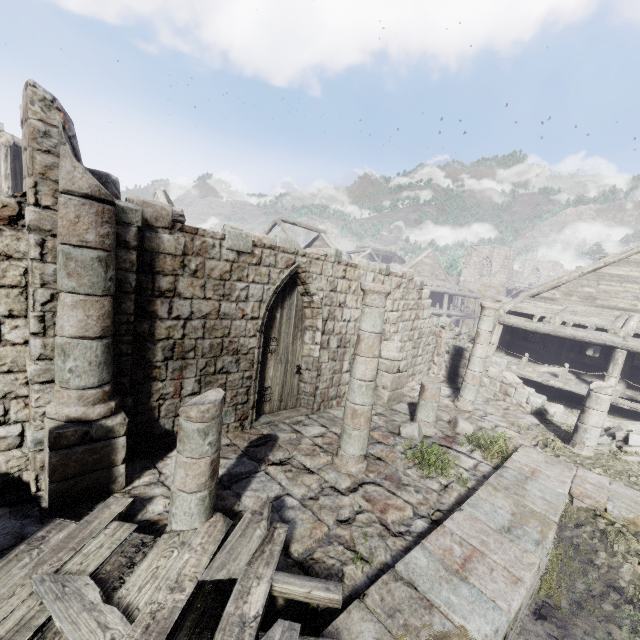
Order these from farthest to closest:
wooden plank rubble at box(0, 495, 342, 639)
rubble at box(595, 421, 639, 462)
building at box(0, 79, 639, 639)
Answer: rubble at box(595, 421, 639, 462)
building at box(0, 79, 639, 639)
wooden plank rubble at box(0, 495, 342, 639)

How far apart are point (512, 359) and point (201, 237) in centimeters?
1622cm

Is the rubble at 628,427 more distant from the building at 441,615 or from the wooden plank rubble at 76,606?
the wooden plank rubble at 76,606

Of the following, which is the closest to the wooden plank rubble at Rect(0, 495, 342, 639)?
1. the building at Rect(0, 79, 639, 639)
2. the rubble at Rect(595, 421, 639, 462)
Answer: the building at Rect(0, 79, 639, 639)

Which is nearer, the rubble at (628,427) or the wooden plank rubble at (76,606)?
the wooden plank rubble at (76,606)

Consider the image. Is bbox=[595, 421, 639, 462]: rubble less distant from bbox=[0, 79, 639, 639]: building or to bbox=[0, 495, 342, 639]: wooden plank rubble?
bbox=[0, 79, 639, 639]: building
